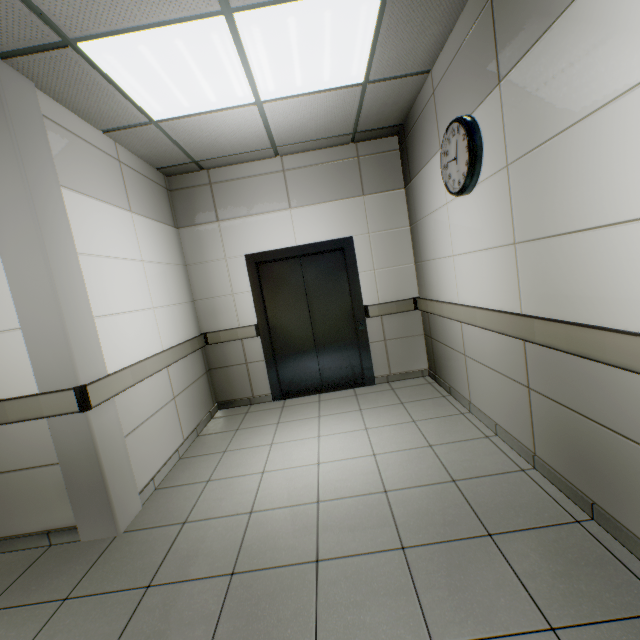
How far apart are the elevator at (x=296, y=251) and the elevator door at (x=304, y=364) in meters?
0.0

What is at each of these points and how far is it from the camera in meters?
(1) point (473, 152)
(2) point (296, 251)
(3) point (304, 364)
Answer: (1) clock, 2.3 m
(2) elevator, 4.4 m
(3) elevator door, 4.7 m

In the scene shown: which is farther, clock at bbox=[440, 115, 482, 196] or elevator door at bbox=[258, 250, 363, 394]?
elevator door at bbox=[258, 250, 363, 394]

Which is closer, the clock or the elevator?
the clock

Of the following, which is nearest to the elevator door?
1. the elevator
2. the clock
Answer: the elevator

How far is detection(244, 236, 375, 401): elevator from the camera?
4.36m

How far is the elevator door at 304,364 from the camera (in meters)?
4.53

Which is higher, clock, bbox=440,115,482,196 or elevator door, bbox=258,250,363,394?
clock, bbox=440,115,482,196
